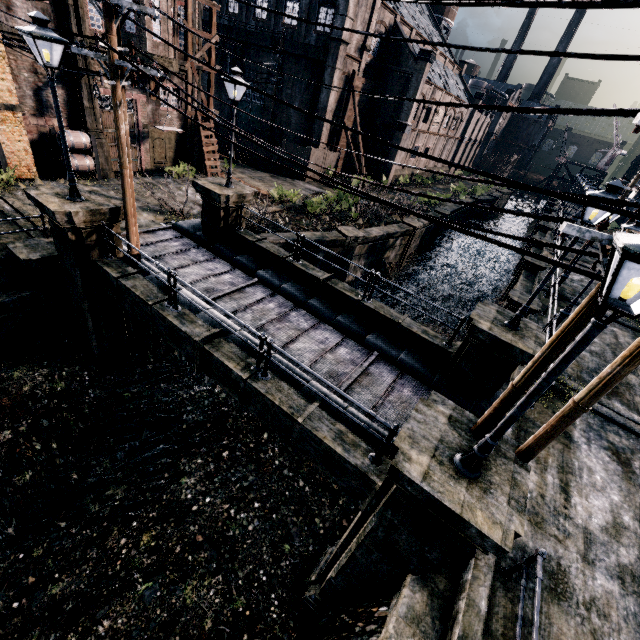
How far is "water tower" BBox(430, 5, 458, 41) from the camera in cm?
5228

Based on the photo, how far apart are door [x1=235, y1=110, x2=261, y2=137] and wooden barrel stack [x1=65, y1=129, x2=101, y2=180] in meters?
21.6 m

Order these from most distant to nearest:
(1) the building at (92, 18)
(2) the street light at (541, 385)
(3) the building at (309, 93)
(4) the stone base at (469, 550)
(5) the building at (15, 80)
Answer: (3) the building at (309, 93)
(1) the building at (92, 18)
(5) the building at (15, 80)
(4) the stone base at (469, 550)
(2) the street light at (541, 385)

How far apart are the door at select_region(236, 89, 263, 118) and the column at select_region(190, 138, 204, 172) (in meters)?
13.76

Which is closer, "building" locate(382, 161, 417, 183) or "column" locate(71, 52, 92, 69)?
"column" locate(71, 52, 92, 69)

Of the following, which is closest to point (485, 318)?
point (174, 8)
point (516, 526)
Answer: point (516, 526)

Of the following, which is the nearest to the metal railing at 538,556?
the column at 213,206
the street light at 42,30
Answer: the column at 213,206

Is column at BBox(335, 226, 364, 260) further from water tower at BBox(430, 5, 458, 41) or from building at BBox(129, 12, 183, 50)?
water tower at BBox(430, 5, 458, 41)
